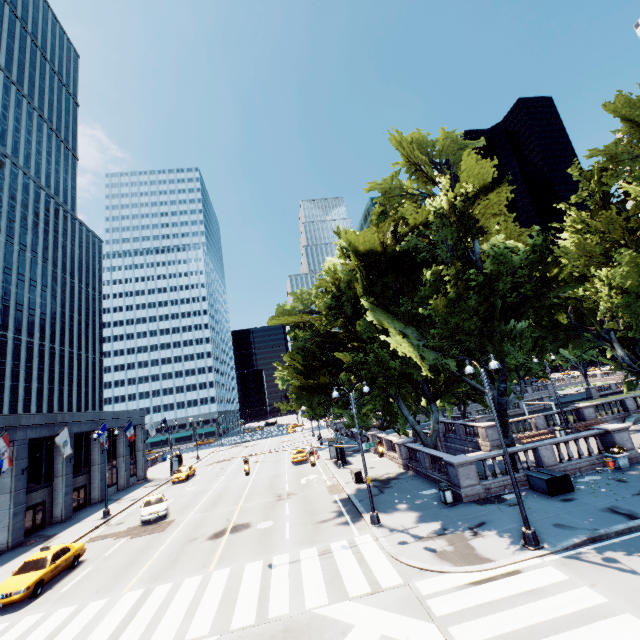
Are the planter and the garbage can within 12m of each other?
yes

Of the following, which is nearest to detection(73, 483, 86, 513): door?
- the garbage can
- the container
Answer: the garbage can

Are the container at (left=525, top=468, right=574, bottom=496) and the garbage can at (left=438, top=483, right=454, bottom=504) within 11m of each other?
yes

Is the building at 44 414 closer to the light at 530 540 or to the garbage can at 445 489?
the light at 530 540

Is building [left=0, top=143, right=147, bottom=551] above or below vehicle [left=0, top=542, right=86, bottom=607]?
above

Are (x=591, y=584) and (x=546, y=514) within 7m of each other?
yes

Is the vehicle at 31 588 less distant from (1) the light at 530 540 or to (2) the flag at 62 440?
(2) the flag at 62 440

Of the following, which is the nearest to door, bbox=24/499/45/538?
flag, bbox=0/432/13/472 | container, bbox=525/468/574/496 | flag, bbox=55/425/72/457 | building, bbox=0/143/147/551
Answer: building, bbox=0/143/147/551
